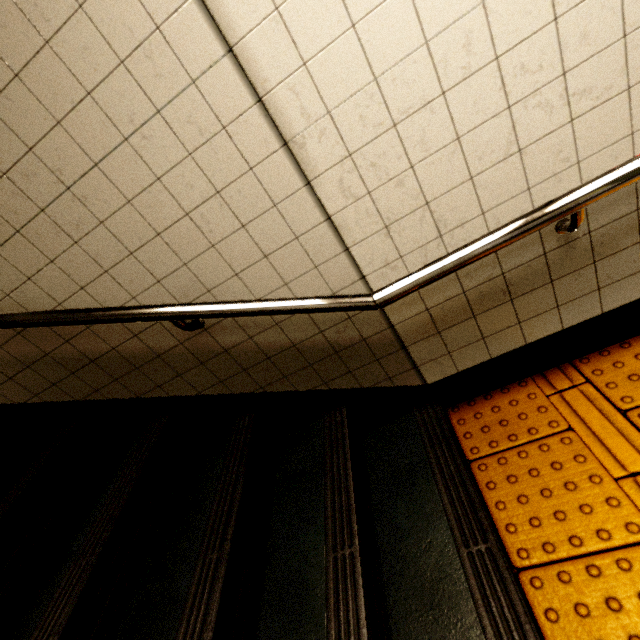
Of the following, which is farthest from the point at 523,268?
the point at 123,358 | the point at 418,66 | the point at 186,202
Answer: the point at 123,358

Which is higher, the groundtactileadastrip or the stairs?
the stairs

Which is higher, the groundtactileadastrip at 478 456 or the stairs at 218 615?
the stairs at 218 615
